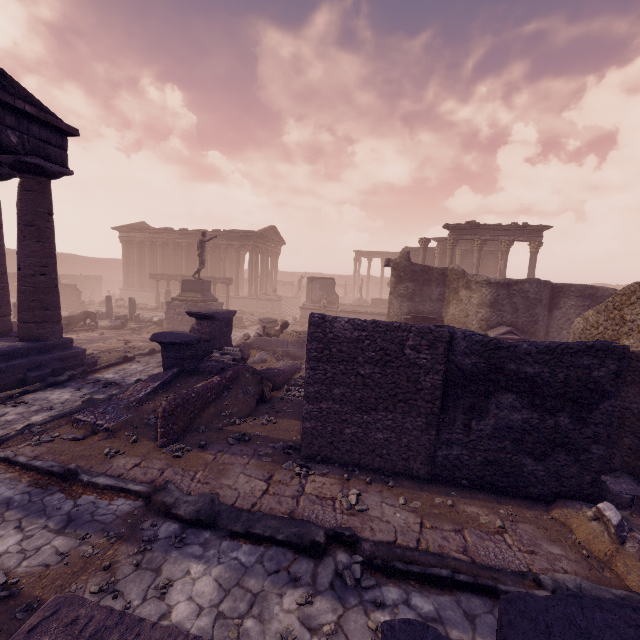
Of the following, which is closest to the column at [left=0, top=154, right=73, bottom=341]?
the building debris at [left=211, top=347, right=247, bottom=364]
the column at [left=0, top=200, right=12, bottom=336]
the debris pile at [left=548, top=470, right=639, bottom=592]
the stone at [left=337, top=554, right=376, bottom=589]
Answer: the column at [left=0, top=200, right=12, bottom=336]

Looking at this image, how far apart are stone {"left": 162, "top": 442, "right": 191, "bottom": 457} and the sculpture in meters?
13.5 m

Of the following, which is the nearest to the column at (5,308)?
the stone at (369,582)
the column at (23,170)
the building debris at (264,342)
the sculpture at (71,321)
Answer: the column at (23,170)

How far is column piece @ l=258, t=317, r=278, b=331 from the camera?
18.0 meters

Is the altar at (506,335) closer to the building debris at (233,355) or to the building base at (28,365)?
the building debris at (233,355)

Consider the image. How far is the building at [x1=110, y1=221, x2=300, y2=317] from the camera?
31.0 meters

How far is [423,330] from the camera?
5.5m

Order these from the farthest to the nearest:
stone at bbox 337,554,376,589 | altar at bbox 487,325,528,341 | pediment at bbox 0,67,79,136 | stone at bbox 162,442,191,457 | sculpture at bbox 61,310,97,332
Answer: sculpture at bbox 61,310,97,332 → altar at bbox 487,325,528,341 → pediment at bbox 0,67,79,136 → stone at bbox 162,442,191,457 → stone at bbox 337,554,376,589
